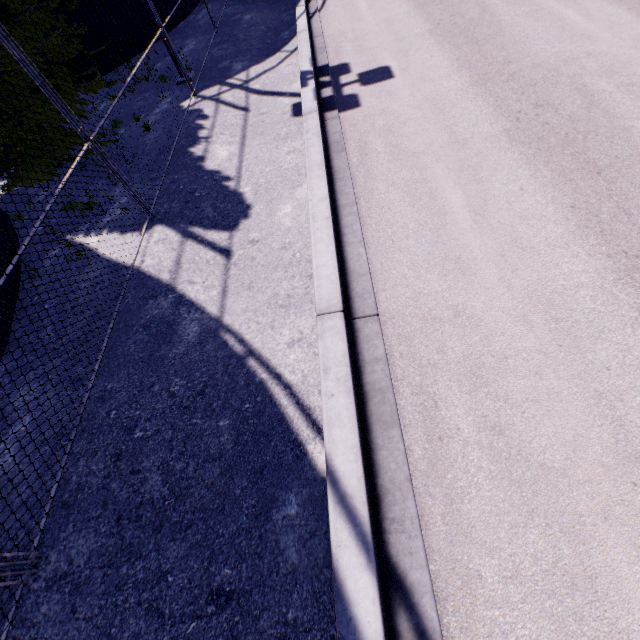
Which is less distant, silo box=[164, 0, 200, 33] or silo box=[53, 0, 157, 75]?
silo box=[53, 0, 157, 75]

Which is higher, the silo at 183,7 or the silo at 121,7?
the silo at 121,7

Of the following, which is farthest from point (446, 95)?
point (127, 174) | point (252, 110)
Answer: point (127, 174)

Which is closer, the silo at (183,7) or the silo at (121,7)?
the silo at (121,7)

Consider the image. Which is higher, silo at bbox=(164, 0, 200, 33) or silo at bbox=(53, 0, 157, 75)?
silo at bbox=(53, 0, 157, 75)
